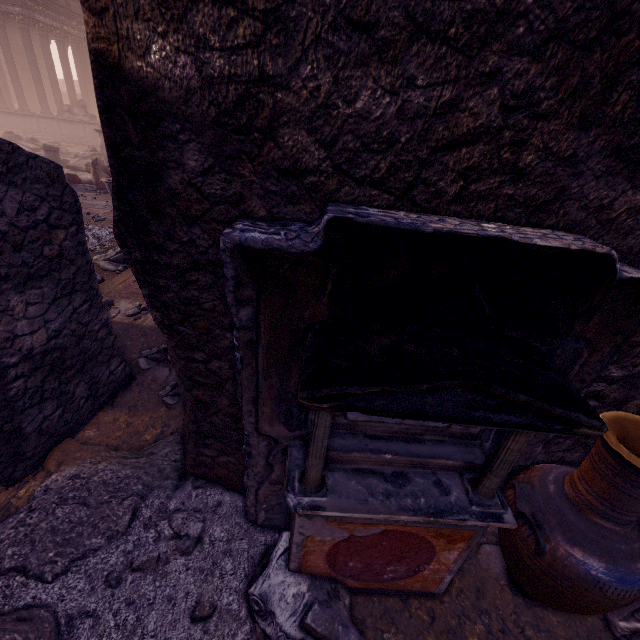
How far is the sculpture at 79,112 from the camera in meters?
20.6 m

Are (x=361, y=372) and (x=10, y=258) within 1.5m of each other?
no

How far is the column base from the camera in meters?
14.1

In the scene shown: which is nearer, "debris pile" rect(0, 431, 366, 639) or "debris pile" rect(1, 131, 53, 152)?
"debris pile" rect(0, 431, 366, 639)

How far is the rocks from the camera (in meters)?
5.75

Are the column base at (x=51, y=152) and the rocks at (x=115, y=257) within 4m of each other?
no

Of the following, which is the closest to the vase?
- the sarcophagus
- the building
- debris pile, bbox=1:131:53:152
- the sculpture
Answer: the sarcophagus

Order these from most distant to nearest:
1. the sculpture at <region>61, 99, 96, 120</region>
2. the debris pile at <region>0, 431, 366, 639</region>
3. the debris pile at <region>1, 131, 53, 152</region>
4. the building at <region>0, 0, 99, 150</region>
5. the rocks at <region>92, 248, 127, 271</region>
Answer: the sculpture at <region>61, 99, 96, 120</region> < the building at <region>0, 0, 99, 150</region> < the debris pile at <region>1, 131, 53, 152</region> < the rocks at <region>92, 248, 127, 271</region> < the debris pile at <region>0, 431, 366, 639</region>
